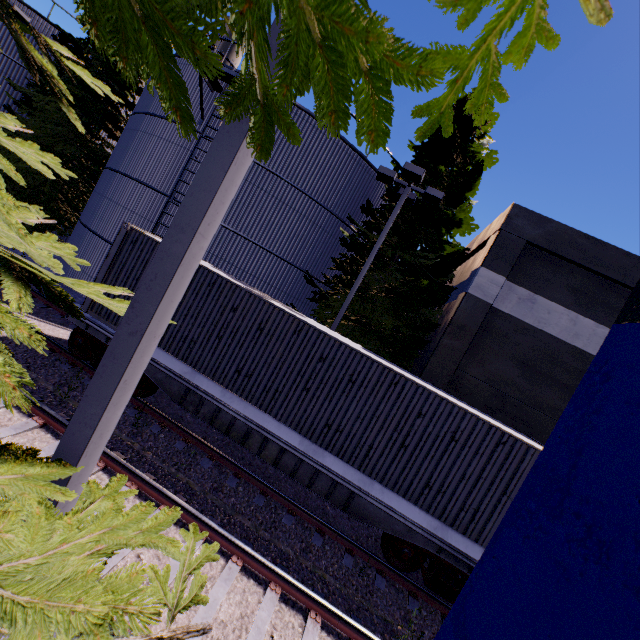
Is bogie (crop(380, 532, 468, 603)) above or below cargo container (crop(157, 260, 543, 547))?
below

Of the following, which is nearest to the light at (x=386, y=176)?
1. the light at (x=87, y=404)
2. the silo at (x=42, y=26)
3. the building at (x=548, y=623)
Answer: the building at (x=548, y=623)

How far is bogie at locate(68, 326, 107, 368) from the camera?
8.4m

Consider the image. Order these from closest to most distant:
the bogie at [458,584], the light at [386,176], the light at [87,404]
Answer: the light at [87,404] < the bogie at [458,584] < the light at [386,176]

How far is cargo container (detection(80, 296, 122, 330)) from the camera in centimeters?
844cm

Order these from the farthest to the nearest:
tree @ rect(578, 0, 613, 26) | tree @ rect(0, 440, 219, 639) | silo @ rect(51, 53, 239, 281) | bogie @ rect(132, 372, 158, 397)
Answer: silo @ rect(51, 53, 239, 281)
bogie @ rect(132, 372, 158, 397)
tree @ rect(0, 440, 219, 639)
tree @ rect(578, 0, 613, 26)

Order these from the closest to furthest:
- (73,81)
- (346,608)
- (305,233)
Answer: (346,608) < (305,233) < (73,81)

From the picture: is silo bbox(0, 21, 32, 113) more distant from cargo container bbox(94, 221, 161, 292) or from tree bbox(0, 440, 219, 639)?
cargo container bbox(94, 221, 161, 292)
